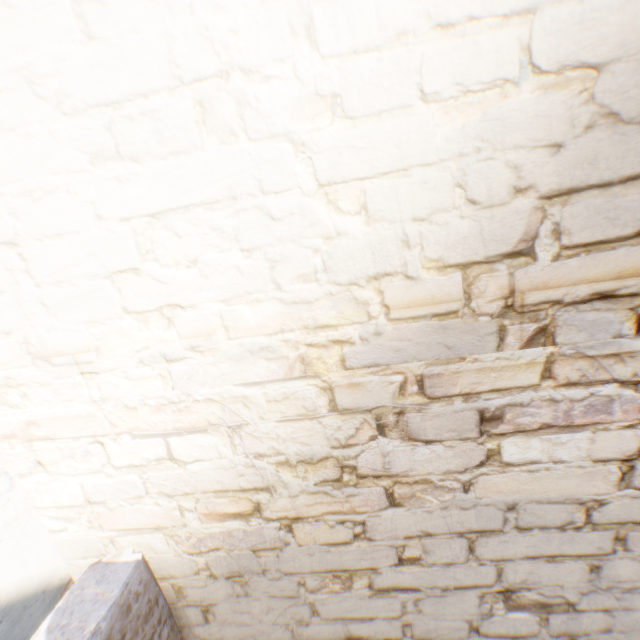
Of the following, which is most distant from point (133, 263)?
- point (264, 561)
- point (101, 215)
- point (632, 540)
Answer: point (632, 540)
